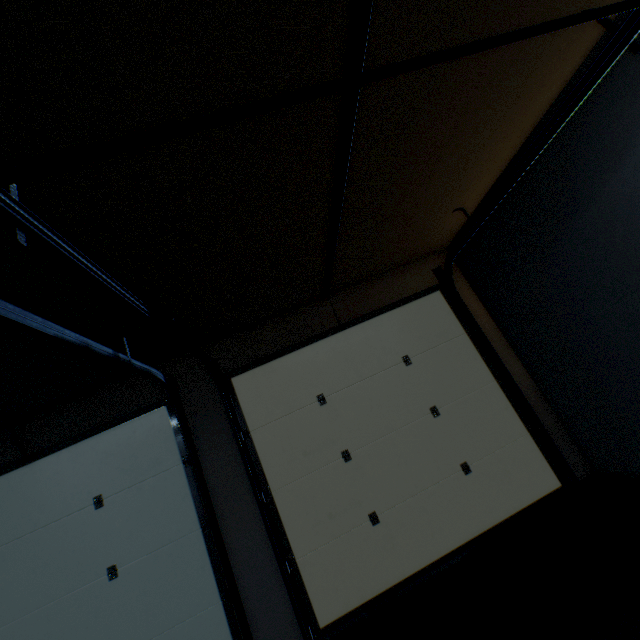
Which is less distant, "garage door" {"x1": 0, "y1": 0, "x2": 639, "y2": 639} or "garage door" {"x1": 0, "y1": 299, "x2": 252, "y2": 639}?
"garage door" {"x1": 0, "y1": 0, "x2": 639, "y2": 639}

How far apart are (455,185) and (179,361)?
2.80m

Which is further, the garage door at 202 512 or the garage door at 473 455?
the garage door at 202 512
